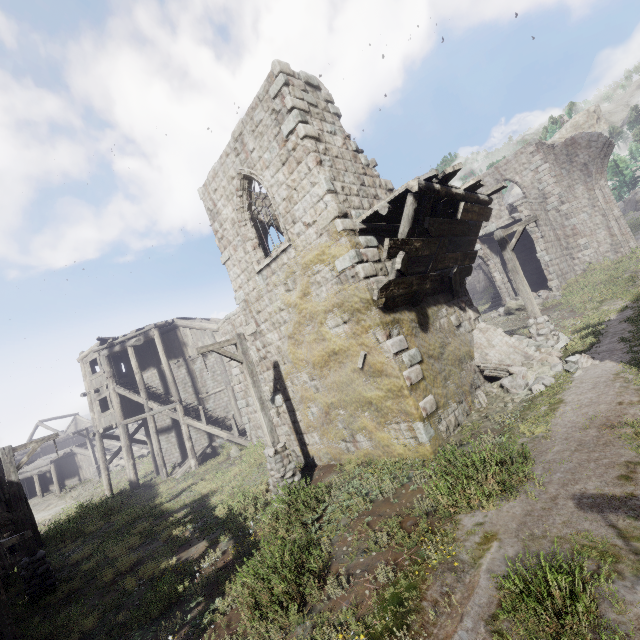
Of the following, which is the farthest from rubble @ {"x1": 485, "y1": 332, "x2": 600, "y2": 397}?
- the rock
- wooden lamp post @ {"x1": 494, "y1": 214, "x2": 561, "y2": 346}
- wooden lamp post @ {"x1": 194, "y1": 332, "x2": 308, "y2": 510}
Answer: the rock

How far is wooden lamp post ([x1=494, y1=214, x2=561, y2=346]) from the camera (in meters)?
11.45

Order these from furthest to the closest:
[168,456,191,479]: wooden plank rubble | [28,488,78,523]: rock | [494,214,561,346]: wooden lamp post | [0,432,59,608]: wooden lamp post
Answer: [28,488,78,523]: rock
[168,456,191,479]: wooden plank rubble
[494,214,561,346]: wooden lamp post
[0,432,59,608]: wooden lamp post

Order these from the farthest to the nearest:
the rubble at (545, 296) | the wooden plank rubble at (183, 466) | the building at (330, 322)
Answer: the wooden plank rubble at (183, 466)
the rubble at (545, 296)
the building at (330, 322)

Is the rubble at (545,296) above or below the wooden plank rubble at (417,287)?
below

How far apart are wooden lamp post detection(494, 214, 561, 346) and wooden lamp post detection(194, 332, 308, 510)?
9.42m

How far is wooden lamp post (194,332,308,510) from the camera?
8.4m

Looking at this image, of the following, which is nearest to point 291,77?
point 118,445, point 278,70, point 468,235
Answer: point 278,70
